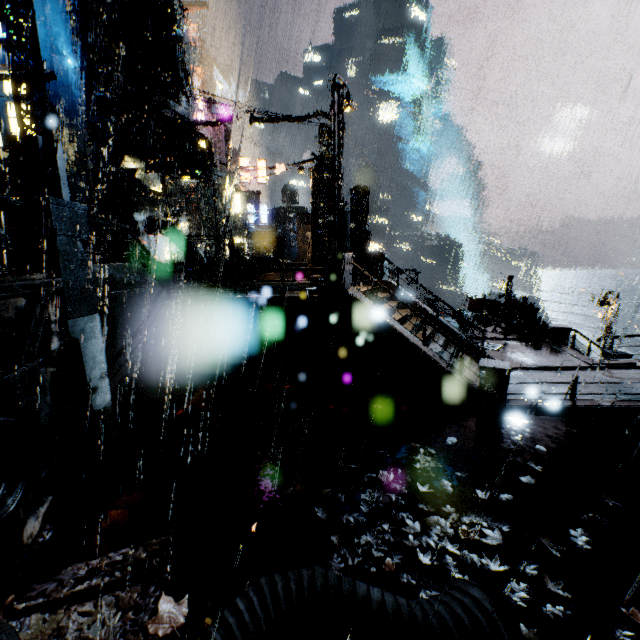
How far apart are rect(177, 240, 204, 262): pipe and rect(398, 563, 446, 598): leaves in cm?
1842

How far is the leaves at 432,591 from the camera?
4.5m

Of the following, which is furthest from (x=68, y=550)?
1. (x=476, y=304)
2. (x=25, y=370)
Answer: (x=476, y=304)

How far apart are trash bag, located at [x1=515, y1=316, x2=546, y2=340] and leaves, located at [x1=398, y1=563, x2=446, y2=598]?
15.41m

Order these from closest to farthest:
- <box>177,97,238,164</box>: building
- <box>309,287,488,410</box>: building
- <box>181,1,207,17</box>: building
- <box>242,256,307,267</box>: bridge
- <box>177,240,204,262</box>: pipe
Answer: <box>309,287,488,410</box>: building → <box>177,97,238,164</box>: building → <box>177,240,204,262</box>: pipe → <box>242,256,307,267</box>: bridge → <box>181,1,207,17</box>: building

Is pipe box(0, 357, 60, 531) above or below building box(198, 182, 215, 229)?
below

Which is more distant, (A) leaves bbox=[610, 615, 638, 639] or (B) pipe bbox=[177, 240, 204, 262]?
(B) pipe bbox=[177, 240, 204, 262]

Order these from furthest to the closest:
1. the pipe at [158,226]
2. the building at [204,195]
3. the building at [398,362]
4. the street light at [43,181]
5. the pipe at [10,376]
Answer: the building at [204,195]
the pipe at [158,226]
the building at [398,362]
the street light at [43,181]
the pipe at [10,376]
